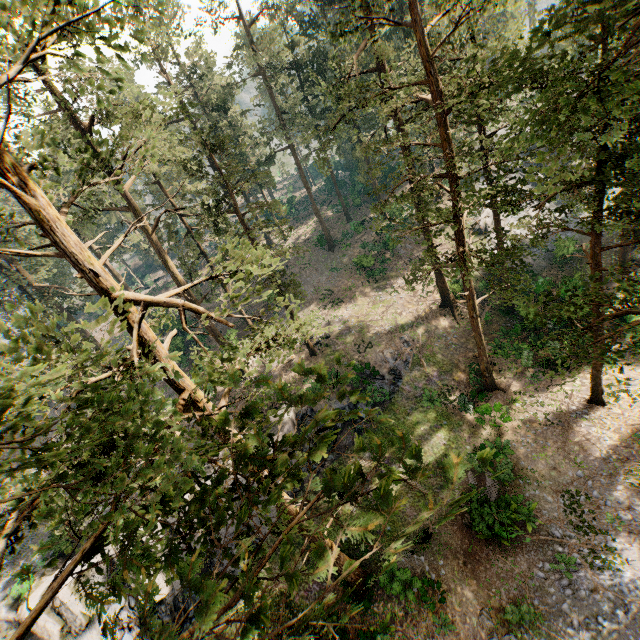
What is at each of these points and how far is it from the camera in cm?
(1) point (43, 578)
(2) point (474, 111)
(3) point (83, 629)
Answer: (1) rock, 2092
(2) foliage, 2170
(3) rock, 1912

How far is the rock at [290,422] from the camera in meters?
23.1 m

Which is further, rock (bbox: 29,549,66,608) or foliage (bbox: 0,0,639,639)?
rock (bbox: 29,549,66,608)

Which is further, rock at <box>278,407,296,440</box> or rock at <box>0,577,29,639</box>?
rock at <box>278,407,296,440</box>

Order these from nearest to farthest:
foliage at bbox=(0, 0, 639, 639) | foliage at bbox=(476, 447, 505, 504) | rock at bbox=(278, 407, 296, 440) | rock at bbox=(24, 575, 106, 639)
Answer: foliage at bbox=(476, 447, 505, 504)
foliage at bbox=(0, 0, 639, 639)
rock at bbox=(24, 575, 106, 639)
rock at bbox=(278, 407, 296, 440)

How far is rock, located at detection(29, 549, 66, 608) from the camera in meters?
18.9

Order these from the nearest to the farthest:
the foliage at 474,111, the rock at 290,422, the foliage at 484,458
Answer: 1. the foliage at 484,458
2. the foliage at 474,111
3. the rock at 290,422
